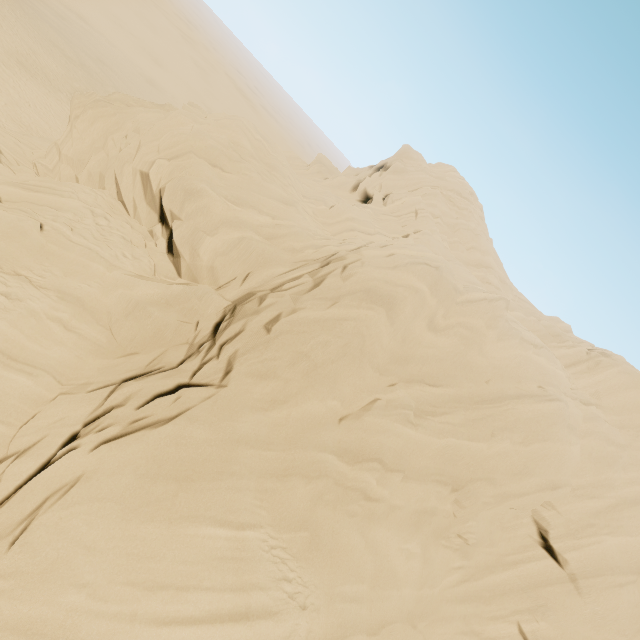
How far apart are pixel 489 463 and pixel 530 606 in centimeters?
616cm
